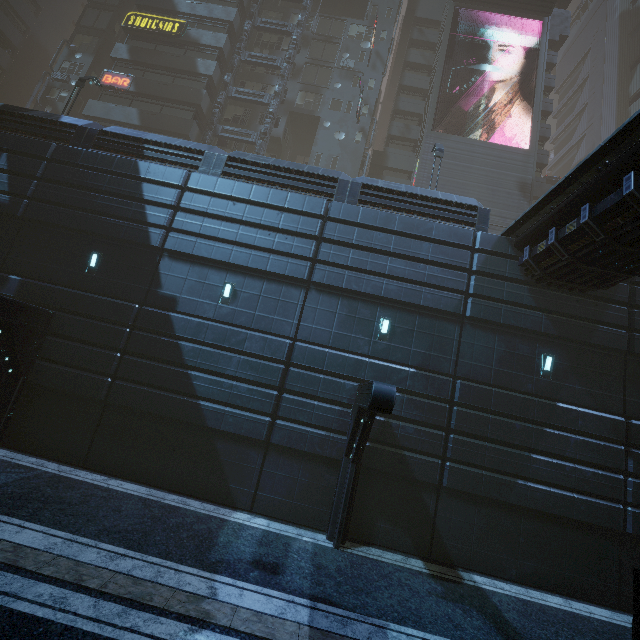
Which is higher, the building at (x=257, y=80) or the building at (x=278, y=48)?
the building at (x=278, y=48)

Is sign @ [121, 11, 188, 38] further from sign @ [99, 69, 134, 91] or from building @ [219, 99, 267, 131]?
sign @ [99, 69, 134, 91]

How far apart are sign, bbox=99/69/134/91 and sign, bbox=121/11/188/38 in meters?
4.3

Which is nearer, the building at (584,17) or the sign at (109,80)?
the sign at (109,80)

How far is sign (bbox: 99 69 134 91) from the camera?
26.1m

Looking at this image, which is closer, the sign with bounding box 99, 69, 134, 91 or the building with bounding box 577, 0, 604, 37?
the sign with bounding box 99, 69, 134, 91

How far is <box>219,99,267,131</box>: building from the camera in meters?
28.9

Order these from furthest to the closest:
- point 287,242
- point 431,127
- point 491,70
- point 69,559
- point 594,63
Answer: point 594,63, point 491,70, point 431,127, point 287,242, point 69,559
